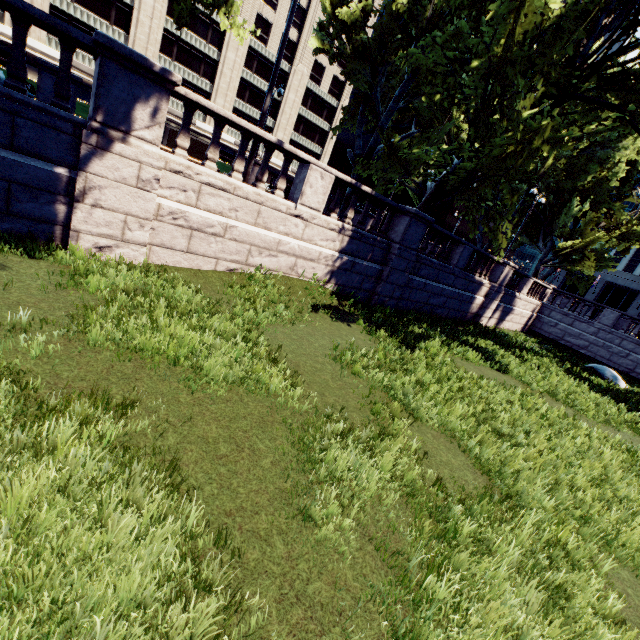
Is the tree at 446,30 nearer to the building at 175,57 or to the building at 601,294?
the building at 175,57

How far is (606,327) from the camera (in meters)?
23.42

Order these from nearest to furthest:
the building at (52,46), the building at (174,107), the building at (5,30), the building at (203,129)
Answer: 1. the building at (5,30)
2. the building at (52,46)
3. the building at (174,107)
4. the building at (203,129)

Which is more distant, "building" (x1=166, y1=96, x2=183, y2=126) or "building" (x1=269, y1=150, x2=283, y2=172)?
"building" (x1=269, y1=150, x2=283, y2=172)

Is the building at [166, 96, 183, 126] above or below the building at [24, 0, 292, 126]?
below

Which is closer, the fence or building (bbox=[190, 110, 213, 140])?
the fence

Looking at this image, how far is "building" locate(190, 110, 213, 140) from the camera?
43.6 meters

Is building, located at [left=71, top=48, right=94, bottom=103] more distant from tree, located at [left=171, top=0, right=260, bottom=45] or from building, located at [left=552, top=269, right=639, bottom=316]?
building, located at [left=552, top=269, right=639, bottom=316]
